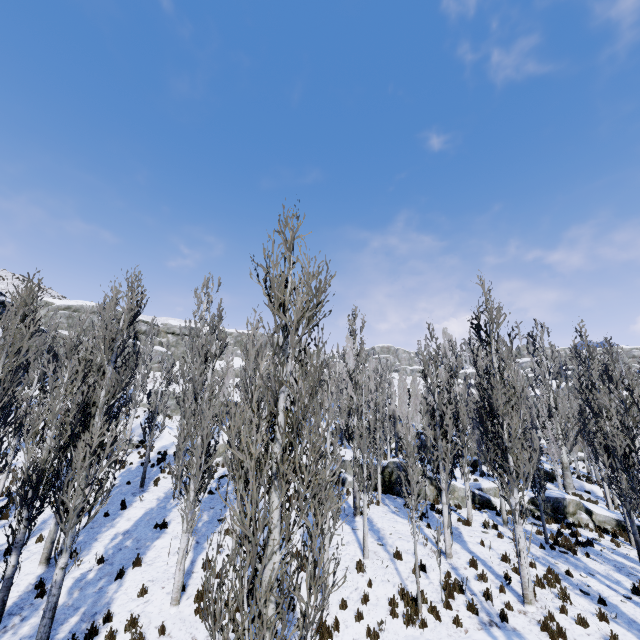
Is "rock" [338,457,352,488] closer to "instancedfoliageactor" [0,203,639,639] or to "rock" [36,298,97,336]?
"instancedfoliageactor" [0,203,639,639]

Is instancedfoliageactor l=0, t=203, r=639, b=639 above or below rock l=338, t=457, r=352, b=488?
above

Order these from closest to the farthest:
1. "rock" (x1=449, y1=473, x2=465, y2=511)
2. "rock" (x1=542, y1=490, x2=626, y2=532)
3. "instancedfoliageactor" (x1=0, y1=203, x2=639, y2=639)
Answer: "instancedfoliageactor" (x1=0, y1=203, x2=639, y2=639) < "rock" (x1=542, y1=490, x2=626, y2=532) < "rock" (x1=449, y1=473, x2=465, y2=511)

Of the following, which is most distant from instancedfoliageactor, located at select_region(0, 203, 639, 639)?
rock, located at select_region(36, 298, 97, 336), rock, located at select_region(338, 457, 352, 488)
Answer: rock, located at select_region(36, 298, 97, 336)

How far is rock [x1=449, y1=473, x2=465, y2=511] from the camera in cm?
1880

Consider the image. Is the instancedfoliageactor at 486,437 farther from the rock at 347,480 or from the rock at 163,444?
the rock at 163,444

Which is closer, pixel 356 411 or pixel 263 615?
pixel 263 615
